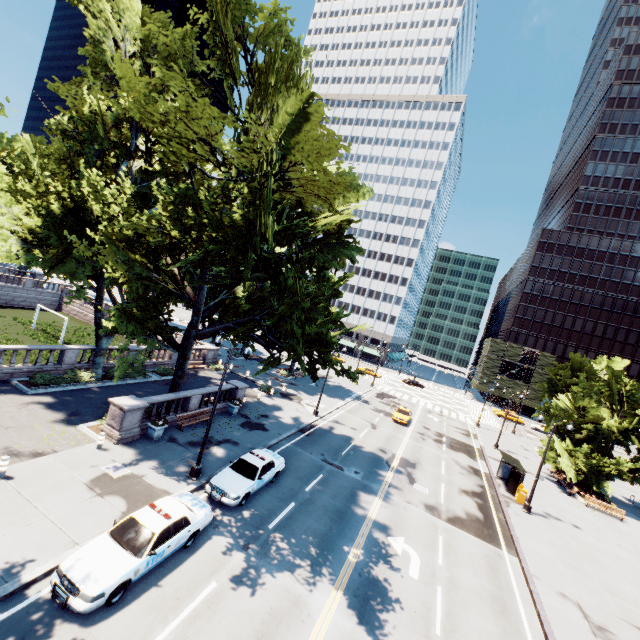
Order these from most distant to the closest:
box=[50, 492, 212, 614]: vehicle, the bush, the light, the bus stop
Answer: the bus stop → the bush → the light → box=[50, 492, 212, 614]: vehicle

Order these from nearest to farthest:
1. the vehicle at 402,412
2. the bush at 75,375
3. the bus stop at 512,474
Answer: the bush at 75,375 → the bus stop at 512,474 → the vehicle at 402,412

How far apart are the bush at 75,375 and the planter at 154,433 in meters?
8.1

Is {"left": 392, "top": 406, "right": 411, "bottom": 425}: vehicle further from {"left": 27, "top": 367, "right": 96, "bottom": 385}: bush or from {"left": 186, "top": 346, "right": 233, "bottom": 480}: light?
{"left": 27, "top": 367, "right": 96, "bottom": 385}: bush

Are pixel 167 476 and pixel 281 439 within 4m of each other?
no

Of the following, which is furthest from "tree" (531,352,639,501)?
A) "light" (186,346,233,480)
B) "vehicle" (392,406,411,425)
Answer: "vehicle" (392,406,411,425)

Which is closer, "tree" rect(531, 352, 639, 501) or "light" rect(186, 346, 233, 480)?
"light" rect(186, 346, 233, 480)

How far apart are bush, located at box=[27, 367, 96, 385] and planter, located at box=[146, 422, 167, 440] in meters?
8.1
